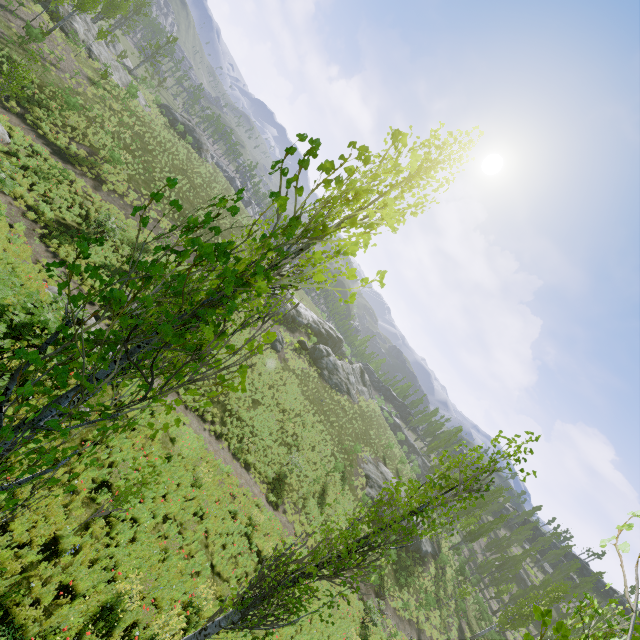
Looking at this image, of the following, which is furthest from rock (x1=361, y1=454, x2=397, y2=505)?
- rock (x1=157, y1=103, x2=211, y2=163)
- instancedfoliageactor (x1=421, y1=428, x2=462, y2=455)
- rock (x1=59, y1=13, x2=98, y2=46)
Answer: rock (x1=157, y1=103, x2=211, y2=163)

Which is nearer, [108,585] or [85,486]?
[108,585]

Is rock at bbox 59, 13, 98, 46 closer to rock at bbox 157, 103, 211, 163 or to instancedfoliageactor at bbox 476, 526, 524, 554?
instancedfoliageactor at bbox 476, 526, 524, 554

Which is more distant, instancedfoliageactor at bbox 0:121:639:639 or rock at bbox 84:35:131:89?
rock at bbox 84:35:131:89

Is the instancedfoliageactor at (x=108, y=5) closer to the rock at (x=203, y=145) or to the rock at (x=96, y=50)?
the rock at (x=96, y=50)

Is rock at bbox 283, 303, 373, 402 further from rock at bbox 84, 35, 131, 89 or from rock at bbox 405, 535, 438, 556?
rock at bbox 84, 35, 131, 89

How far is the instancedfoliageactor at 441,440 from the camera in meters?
54.8 m

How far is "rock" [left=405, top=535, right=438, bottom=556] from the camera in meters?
33.8
